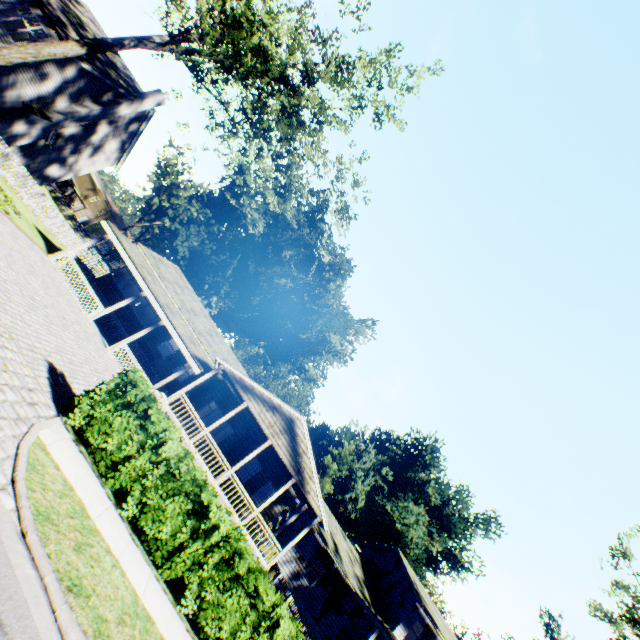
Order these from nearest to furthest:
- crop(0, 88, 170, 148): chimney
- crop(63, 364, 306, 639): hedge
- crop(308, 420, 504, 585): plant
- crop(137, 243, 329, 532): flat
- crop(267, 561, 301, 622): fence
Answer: crop(63, 364, 306, 639): hedge, crop(267, 561, 301, 622): fence, crop(137, 243, 329, 532): flat, crop(0, 88, 170, 148): chimney, crop(308, 420, 504, 585): plant

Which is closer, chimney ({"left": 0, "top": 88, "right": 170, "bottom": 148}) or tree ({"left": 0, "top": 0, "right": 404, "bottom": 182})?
tree ({"left": 0, "top": 0, "right": 404, "bottom": 182})

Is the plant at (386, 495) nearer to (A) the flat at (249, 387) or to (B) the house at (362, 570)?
(B) the house at (362, 570)

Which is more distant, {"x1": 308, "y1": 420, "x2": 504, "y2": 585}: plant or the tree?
{"x1": 308, "y1": 420, "x2": 504, "y2": 585}: plant

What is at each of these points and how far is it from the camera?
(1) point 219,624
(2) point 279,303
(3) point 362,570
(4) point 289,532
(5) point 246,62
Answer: (1) hedge, 7.2m
(2) plant, 51.2m
(3) house, 27.9m
(4) house, 25.8m
(5) tree, 20.3m

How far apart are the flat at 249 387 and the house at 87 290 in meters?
3.2

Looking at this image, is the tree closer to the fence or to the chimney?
the chimney

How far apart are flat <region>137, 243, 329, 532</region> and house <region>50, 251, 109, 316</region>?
3.22m
